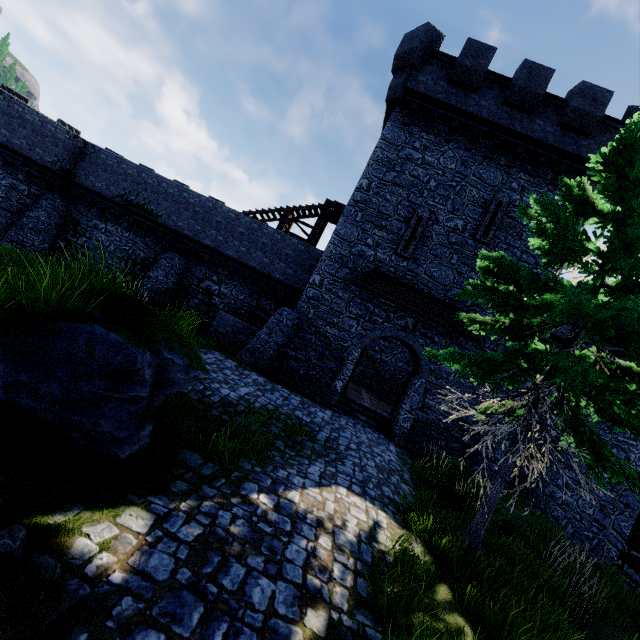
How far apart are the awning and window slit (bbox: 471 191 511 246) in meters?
2.7

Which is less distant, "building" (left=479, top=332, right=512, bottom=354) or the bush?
the bush

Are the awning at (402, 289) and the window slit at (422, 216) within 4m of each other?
yes

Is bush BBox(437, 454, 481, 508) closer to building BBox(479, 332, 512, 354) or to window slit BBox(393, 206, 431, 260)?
building BBox(479, 332, 512, 354)

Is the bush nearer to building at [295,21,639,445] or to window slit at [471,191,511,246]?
building at [295,21,639,445]

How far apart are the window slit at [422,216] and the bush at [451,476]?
8.2 meters

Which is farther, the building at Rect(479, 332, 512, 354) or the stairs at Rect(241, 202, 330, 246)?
the stairs at Rect(241, 202, 330, 246)

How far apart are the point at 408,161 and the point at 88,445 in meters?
15.5 m
